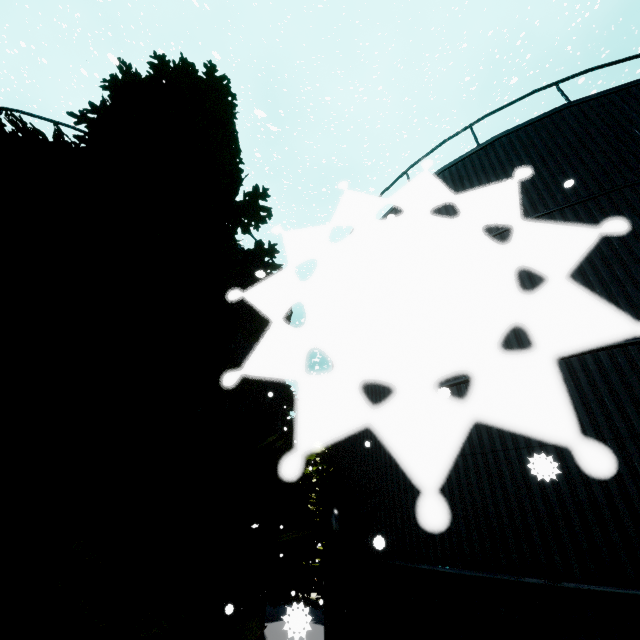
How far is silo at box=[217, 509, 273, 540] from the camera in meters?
8.5 m

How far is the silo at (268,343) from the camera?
0.16m

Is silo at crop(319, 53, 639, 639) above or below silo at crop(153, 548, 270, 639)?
above

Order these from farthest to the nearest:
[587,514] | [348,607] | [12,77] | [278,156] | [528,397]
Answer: [12,77] < [278,156] < [348,607] < [587,514] < [528,397]

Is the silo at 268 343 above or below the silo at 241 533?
above

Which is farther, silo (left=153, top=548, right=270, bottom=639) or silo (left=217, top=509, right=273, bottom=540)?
silo (left=217, top=509, right=273, bottom=540)

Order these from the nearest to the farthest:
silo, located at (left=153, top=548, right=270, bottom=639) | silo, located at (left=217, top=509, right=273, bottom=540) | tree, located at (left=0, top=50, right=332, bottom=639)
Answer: tree, located at (left=0, top=50, right=332, bottom=639), silo, located at (left=153, top=548, right=270, bottom=639), silo, located at (left=217, top=509, right=273, bottom=540)
